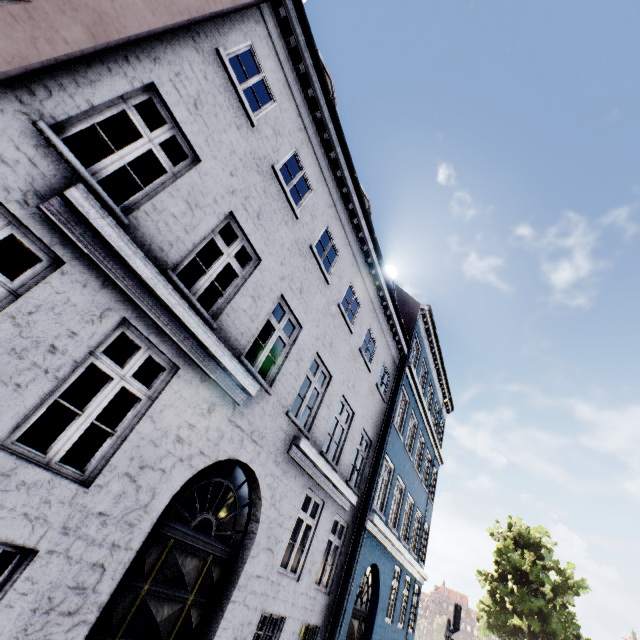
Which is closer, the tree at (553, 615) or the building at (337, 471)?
the building at (337, 471)

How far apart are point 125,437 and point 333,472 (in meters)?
5.67

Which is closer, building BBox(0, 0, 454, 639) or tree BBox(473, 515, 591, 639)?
building BBox(0, 0, 454, 639)
